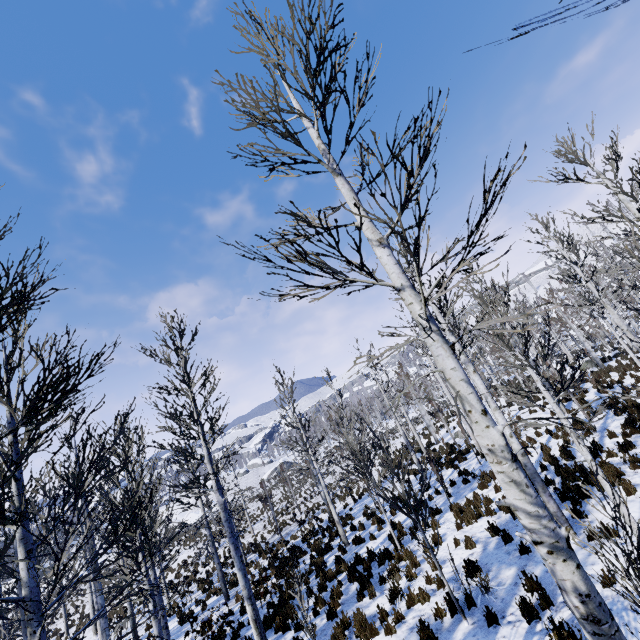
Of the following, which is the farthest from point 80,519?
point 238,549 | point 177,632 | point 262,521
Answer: point 238,549

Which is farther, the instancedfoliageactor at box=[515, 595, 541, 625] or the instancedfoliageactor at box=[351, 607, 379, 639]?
the instancedfoliageactor at box=[351, 607, 379, 639]

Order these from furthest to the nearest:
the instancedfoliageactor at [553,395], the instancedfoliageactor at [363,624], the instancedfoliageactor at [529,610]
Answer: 1. the instancedfoliageactor at [363,624]
2. the instancedfoliageactor at [529,610]
3. the instancedfoliageactor at [553,395]

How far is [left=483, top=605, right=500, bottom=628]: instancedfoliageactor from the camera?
5.9m

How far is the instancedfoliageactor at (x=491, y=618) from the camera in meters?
5.9 m

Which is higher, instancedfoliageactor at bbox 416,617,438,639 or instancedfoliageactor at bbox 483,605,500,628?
instancedfoliageactor at bbox 416,617,438,639

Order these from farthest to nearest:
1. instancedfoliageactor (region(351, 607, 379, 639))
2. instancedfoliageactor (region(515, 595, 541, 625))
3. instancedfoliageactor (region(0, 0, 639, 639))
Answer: instancedfoliageactor (region(351, 607, 379, 639)), instancedfoliageactor (region(515, 595, 541, 625)), instancedfoliageactor (region(0, 0, 639, 639))
